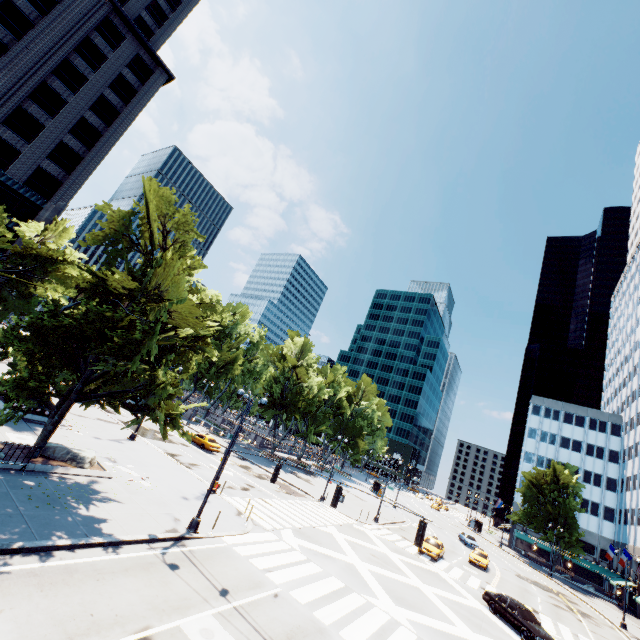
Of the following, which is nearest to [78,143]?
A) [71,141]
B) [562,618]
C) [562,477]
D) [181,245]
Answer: [71,141]

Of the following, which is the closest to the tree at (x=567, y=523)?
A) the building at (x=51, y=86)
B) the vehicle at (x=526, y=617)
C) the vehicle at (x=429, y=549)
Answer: the building at (x=51, y=86)

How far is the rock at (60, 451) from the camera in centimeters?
1708cm

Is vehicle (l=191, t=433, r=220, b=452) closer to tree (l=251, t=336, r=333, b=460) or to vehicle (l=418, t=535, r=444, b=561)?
tree (l=251, t=336, r=333, b=460)

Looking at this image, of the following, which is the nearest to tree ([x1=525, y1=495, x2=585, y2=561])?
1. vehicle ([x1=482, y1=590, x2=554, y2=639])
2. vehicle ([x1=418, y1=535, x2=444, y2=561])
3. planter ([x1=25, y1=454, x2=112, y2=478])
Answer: planter ([x1=25, y1=454, x2=112, y2=478])

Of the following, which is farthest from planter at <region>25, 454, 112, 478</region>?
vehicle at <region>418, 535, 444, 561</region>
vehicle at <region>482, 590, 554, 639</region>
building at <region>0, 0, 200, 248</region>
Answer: vehicle at <region>418, 535, 444, 561</region>

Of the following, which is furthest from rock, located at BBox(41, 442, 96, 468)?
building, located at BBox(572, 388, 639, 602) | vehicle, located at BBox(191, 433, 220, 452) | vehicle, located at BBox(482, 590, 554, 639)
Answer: building, located at BBox(572, 388, 639, 602)
